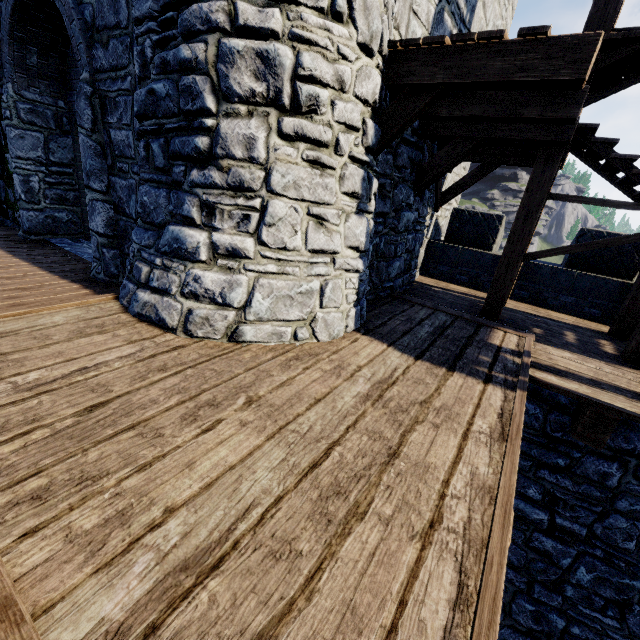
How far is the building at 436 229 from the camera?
8.87m

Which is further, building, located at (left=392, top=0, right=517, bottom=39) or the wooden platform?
building, located at (left=392, top=0, right=517, bottom=39)

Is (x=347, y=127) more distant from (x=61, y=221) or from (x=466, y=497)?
(x=61, y=221)

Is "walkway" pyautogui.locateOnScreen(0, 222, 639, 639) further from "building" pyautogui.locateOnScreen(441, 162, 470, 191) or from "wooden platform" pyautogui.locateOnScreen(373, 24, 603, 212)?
"wooden platform" pyautogui.locateOnScreen(373, 24, 603, 212)

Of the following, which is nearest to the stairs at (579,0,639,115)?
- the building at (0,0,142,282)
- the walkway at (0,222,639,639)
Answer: the walkway at (0,222,639,639)

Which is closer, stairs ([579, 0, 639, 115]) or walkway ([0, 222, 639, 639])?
walkway ([0, 222, 639, 639])

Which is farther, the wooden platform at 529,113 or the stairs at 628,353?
the stairs at 628,353

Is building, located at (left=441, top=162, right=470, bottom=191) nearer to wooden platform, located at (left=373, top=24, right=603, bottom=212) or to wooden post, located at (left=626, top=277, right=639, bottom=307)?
wooden platform, located at (left=373, top=24, right=603, bottom=212)
